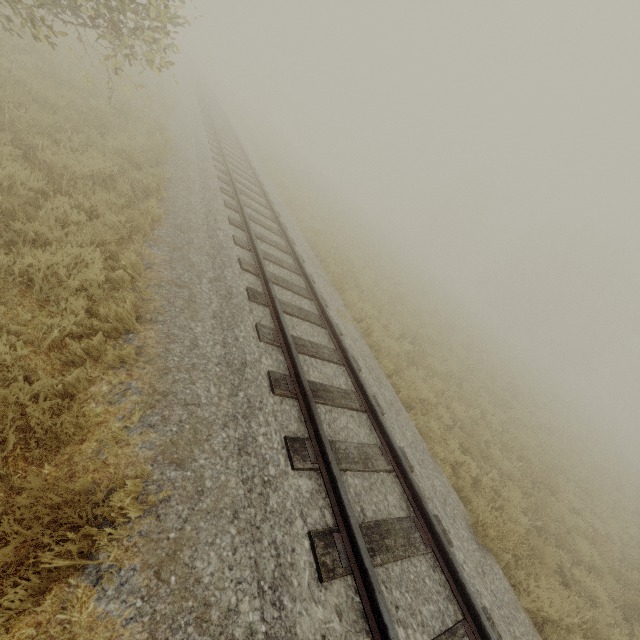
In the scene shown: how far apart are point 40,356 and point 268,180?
15.42m
